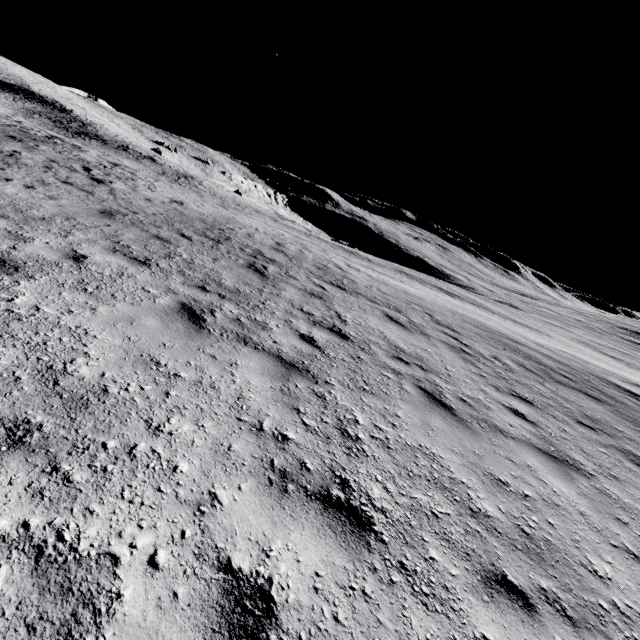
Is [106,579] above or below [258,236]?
above
